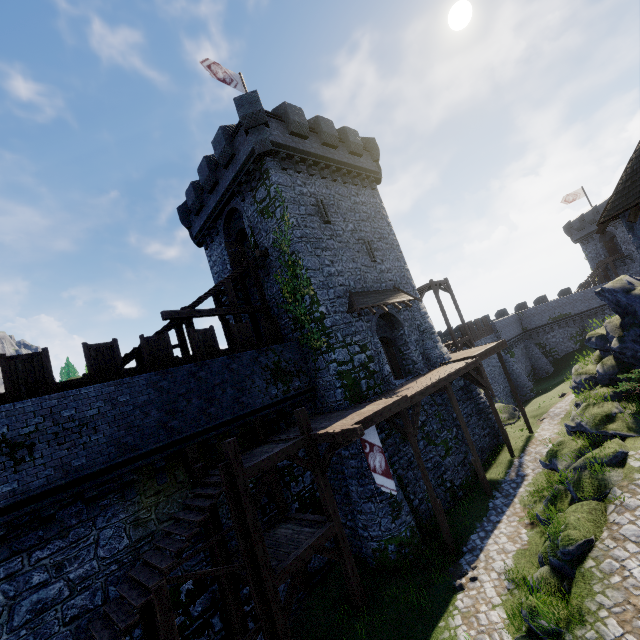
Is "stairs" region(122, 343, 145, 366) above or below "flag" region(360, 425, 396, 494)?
above

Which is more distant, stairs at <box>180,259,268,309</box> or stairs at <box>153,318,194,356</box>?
stairs at <box>180,259,268,309</box>

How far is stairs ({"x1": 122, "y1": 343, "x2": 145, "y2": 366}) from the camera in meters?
12.9

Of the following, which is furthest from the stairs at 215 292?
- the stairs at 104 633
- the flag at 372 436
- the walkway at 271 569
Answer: the flag at 372 436

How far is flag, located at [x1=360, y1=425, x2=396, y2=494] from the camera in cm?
1130

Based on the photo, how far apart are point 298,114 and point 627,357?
20.5m

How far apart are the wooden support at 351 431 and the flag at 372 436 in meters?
0.8

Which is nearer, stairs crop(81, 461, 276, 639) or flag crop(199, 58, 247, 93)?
stairs crop(81, 461, 276, 639)
